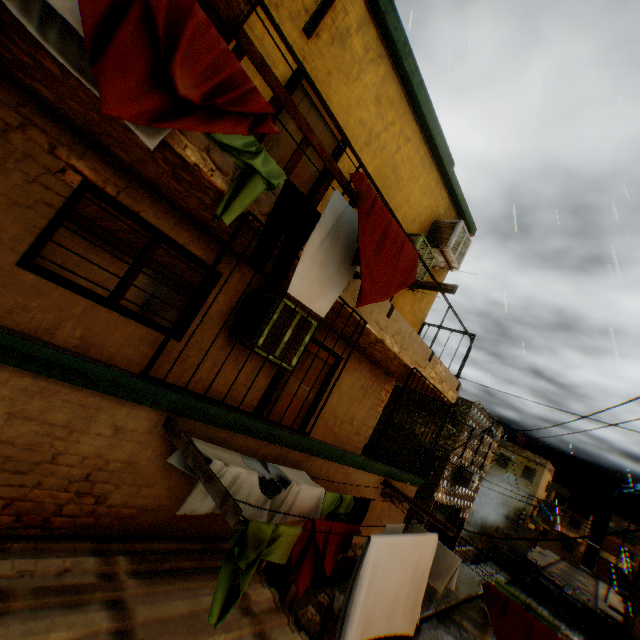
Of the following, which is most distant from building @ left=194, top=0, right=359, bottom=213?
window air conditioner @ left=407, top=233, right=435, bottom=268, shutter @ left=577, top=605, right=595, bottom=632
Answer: shutter @ left=577, top=605, right=595, bottom=632

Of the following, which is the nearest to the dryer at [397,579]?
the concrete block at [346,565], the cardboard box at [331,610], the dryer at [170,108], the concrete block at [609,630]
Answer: the dryer at [170,108]

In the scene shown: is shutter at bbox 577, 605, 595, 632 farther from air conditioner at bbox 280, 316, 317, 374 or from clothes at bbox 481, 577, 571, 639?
air conditioner at bbox 280, 316, 317, 374

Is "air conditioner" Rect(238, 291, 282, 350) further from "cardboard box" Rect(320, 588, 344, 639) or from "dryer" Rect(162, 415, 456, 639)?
"cardboard box" Rect(320, 588, 344, 639)

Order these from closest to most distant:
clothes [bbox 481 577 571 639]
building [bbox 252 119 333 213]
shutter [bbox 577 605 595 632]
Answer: building [bbox 252 119 333 213] < clothes [bbox 481 577 571 639] < shutter [bbox 577 605 595 632]

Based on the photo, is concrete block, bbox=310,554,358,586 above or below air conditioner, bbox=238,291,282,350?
below

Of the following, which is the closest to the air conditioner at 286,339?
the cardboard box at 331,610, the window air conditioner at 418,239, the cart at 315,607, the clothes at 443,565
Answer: the window air conditioner at 418,239

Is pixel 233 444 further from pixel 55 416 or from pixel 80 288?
pixel 80 288
